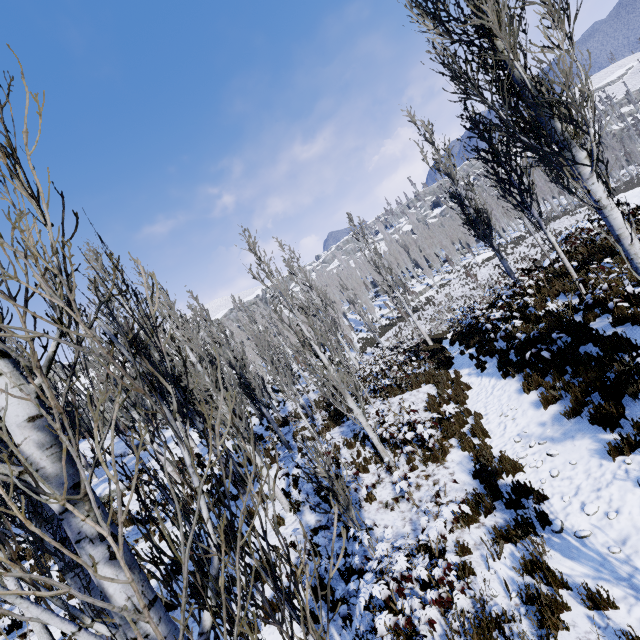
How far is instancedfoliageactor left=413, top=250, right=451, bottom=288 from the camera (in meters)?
53.95

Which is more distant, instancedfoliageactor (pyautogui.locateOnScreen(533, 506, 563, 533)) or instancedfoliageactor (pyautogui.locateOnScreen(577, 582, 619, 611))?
instancedfoliageactor (pyautogui.locateOnScreen(533, 506, 563, 533))

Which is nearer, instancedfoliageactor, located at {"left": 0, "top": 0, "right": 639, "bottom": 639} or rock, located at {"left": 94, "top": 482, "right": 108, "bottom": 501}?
instancedfoliageactor, located at {"left": 0, "top": 0, "right": 639, "bottom": 639}

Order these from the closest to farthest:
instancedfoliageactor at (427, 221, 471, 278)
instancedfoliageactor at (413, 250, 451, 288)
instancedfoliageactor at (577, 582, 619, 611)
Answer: instancedfoliageactor at (577, 582, 619, 611) < instancedfoliageactor at (427, 221, 471, 278) < instancedfoliageactor at (413, 250, 451, 288)

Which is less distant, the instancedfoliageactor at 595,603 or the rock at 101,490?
the instancedfoliageactor at 595,603

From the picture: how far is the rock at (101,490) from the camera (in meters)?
15.07

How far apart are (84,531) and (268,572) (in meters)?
0.84
